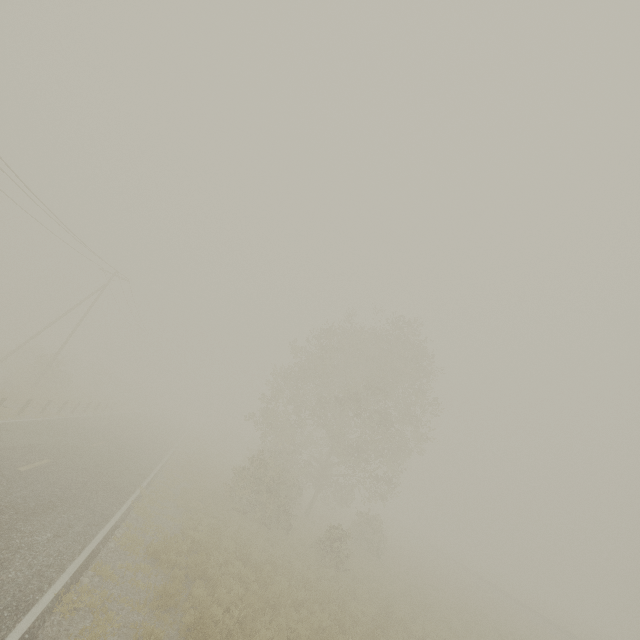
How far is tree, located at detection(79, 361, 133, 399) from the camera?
45.47m

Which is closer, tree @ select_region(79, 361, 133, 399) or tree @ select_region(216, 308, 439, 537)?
tree @ select_region(216, 308, 439, 537)

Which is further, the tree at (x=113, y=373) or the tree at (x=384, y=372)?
the tree at (x=113, y=373)

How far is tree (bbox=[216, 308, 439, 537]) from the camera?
20.48m

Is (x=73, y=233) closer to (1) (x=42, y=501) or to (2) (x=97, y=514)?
(1) (x=42, y=501)

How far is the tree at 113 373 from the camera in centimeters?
4547cm
